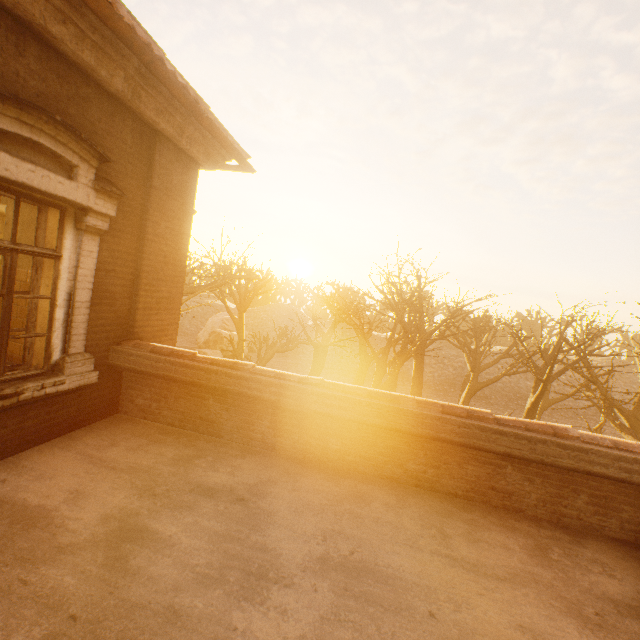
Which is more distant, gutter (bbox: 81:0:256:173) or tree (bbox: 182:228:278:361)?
tree (bbox: 182:228:278:361)

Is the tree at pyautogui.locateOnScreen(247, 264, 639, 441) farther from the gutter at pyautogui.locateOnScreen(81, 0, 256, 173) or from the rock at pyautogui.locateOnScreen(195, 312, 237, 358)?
the gutter at pyautogui.locateOnScreen(81, 0, 256, 173)

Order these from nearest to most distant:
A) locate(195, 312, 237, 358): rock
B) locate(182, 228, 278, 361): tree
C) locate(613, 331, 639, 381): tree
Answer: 1. locate(182, 228, 278, 361): tree
2. locate(613, 331, 639, 381): tree
3. locate(195, 312, 237, 358): rock

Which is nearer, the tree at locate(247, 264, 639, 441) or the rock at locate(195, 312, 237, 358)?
the tree at locate(247, 264, 639, 441)

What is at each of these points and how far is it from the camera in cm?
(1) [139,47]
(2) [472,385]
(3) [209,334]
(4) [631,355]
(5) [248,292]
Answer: (1) gutter, 324
(2) tree, 2303
(3) rock, 3634
(4) tree, 5994
(5) tree, 2888

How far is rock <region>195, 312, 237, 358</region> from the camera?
31.9m

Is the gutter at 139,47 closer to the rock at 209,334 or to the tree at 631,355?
the tree at 631,355

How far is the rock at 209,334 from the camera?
31.9m
